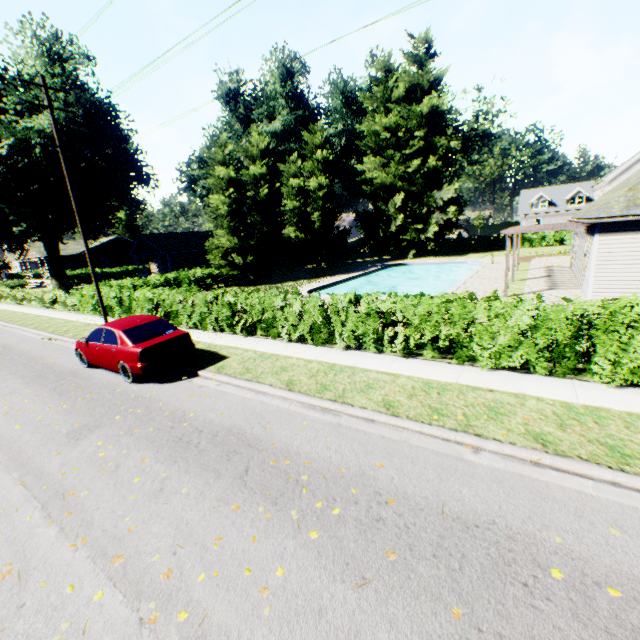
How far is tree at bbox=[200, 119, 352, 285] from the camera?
27.1 meters

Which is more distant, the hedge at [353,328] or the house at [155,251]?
the house at [155,251]

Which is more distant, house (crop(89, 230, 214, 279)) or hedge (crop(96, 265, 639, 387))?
house (crop(89, 230, 214, 279))

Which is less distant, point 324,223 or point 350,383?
point 350,383

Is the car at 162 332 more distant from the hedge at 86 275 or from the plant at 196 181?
the plant at 196 181

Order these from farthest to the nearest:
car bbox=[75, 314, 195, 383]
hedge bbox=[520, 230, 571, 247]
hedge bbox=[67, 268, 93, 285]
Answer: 1. hedge bbox=[67, 268, 93, 285]
2. hedge bbox=[520, 230, 571, 247]
3. car bbox=[75, 314, 195, 383]

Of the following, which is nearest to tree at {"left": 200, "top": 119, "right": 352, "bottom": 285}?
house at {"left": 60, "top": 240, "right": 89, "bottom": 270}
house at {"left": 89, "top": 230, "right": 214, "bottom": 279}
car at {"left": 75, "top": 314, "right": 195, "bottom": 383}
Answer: house at {"left": 89, "top": 230, "right": 214, "bottom": 279}

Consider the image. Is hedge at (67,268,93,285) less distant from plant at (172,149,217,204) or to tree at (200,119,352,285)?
tree at (200,119,352,285)
